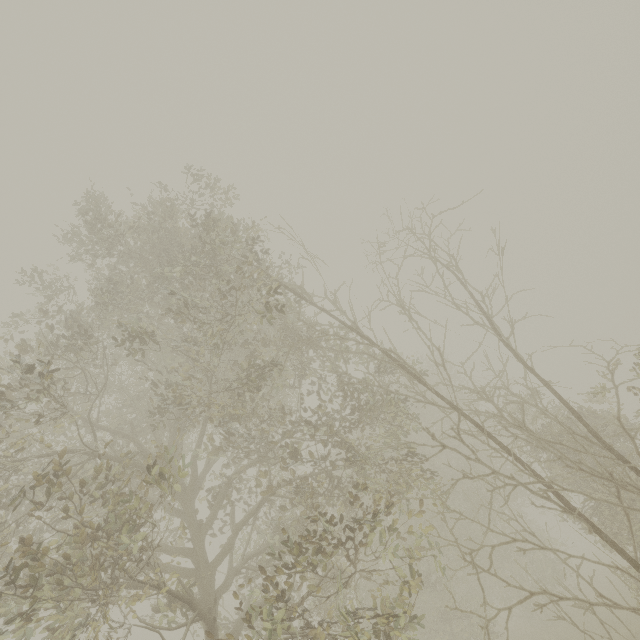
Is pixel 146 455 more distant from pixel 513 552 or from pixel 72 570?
pixel 513 552
